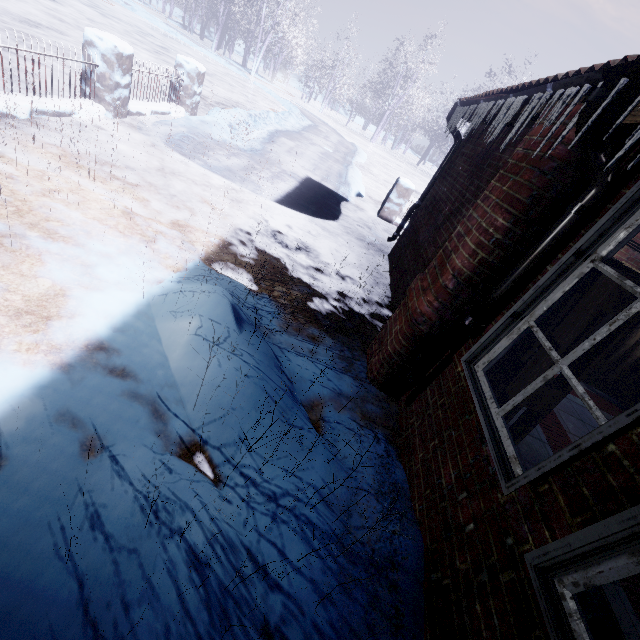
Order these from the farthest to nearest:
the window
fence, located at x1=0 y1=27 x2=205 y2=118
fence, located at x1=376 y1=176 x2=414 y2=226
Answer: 1. fence, located at x1=376 y1=176 x2=414 y2=226
2. fence, located at x1=0 y1=27 x2=205 y2=118
3. the window

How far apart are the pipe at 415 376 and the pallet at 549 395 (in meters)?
0.21

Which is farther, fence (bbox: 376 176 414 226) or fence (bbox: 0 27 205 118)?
fence (bbox: 376 176 414 226)

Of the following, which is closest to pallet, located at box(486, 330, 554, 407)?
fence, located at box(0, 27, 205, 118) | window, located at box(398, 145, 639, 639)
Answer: window, located at box(398, 145, 639, 639)

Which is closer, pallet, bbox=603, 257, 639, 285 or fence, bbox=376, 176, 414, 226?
pallet, bbox=603, 257, 639, 285

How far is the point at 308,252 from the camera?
4.2 meters

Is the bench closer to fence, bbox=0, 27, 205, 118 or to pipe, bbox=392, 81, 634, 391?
pipe, bbox=392, 81, 634, 391
